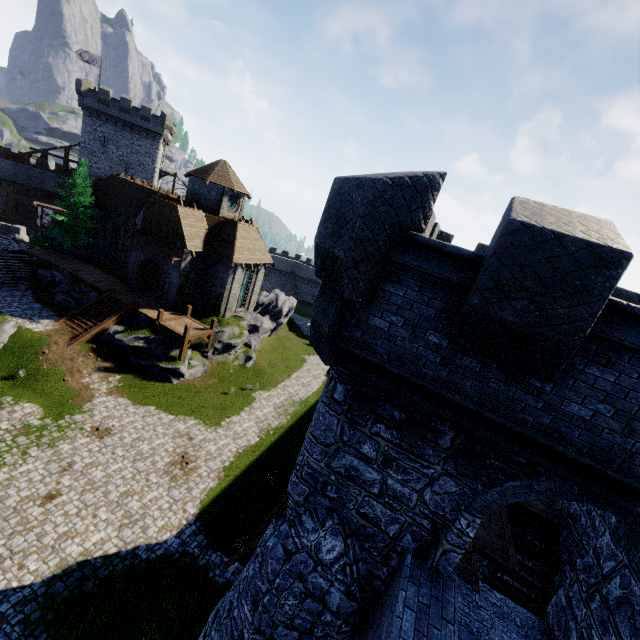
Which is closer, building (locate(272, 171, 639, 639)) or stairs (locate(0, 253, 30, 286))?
building (locate(272, 171, 639, 639))

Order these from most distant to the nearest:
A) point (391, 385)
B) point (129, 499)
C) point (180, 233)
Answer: point (180, 233) < point (129, 499) < point (391, 385)

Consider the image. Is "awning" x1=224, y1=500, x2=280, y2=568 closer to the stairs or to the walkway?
the walkway

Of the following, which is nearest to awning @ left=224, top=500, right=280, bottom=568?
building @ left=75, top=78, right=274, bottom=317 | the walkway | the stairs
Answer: the walkway

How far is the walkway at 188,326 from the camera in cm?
2561

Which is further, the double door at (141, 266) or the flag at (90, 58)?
the flag at (90, 58)

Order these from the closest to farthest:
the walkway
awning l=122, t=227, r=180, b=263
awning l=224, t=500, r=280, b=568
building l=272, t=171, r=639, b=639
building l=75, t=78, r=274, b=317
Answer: building l=272, t=171, r=639, b=639 < awning l=224, t=500, r=280, b=568 < the walkway < awning l=122, t=227, r=180, b=263 < building l=75, t=78, r=274, b=317

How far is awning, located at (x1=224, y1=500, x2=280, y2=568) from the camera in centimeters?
1054cm
